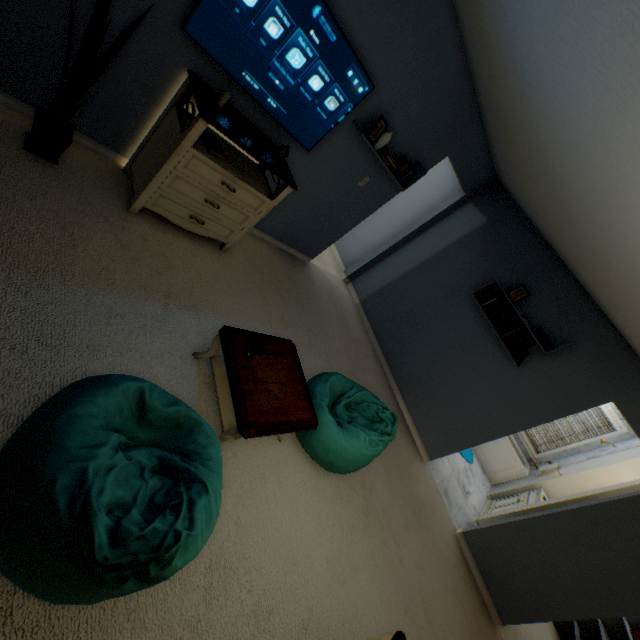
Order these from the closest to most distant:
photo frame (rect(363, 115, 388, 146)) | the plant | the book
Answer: the plant
the book
photo frame (rect(363, 115, 388, 146))

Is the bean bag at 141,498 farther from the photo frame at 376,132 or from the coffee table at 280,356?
the photo frame at 376,132

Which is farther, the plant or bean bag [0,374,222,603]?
the plant

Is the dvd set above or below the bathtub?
above

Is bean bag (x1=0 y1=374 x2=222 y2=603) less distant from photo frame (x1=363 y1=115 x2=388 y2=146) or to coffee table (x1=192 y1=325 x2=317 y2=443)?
coffee table (x1=192 y1=325 x2=317 y2=443)

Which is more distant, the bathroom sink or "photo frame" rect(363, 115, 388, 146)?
the bathroom sink

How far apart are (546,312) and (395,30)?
3.15m

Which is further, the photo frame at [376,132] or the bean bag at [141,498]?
the photo frame at [376,132]
